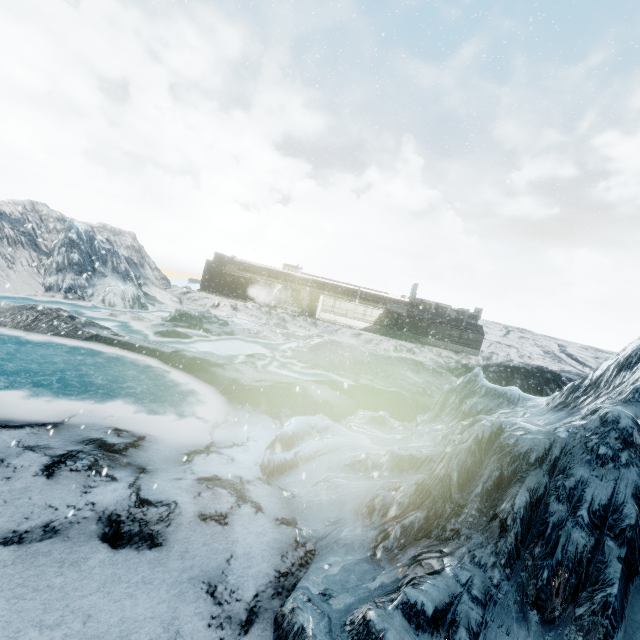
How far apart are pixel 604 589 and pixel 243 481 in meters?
5.9
